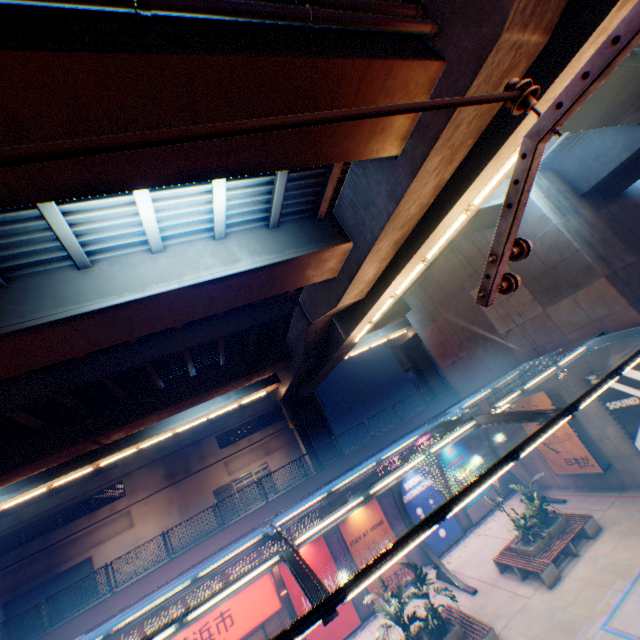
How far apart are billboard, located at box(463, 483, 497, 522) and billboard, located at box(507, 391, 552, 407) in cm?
401

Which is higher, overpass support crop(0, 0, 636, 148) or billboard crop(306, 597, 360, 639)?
overpass support crop(0, 0, 636, 148)

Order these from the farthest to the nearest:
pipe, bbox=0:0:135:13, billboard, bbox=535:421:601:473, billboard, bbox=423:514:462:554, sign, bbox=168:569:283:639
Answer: billboard, bbox=423:514:462:554 → billboard, bbox=535:421:601:473 → sign, bbox=168:569:283:639 → pipe, bbox=0:0:135:13

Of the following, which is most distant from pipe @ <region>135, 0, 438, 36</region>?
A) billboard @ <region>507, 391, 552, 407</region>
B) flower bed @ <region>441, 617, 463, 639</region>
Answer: flower bed @ <region>441, 617, 463, 639</region>

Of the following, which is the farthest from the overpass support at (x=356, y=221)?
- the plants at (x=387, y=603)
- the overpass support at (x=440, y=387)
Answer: the plants at (x=387, y=603)

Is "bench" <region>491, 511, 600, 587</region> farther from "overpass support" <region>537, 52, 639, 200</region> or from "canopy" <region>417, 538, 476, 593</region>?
"overpass support" <region>537, 52, 639, 200</region>

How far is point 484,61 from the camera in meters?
5.7 m

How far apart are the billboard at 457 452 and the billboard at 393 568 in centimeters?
476cm
